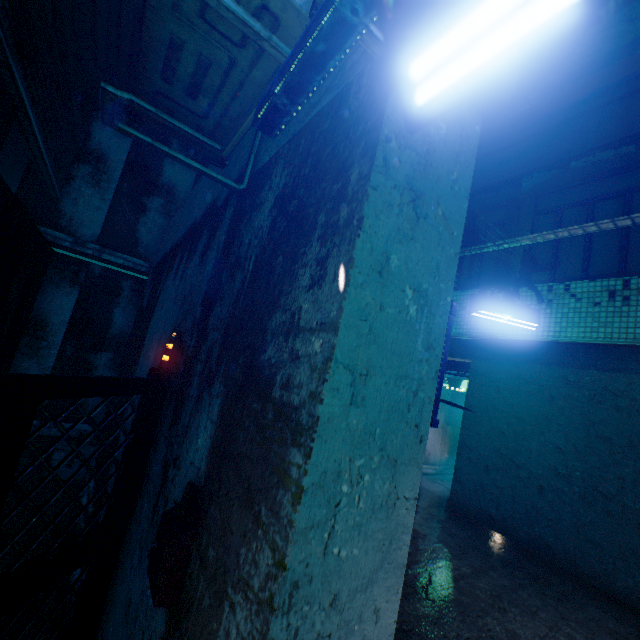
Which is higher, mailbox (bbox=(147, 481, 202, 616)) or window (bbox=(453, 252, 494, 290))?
window (bbox=(453, 252, 494, 290))

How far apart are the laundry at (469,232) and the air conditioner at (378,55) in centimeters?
265cm

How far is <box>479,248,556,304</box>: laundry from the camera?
4.3m

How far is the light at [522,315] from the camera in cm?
432

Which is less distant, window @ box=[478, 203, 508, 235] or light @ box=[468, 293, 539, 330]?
light @ box=[468, 293, 539, 330]

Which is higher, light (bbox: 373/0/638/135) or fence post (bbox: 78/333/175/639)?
light (bbox: 373/0/638/135)

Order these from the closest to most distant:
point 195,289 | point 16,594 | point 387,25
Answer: point 387,25
point 16,594
point 195,289

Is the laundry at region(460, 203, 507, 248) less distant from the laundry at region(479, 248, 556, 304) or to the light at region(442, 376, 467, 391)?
the laundry at region(479, 248, 556, 304)
